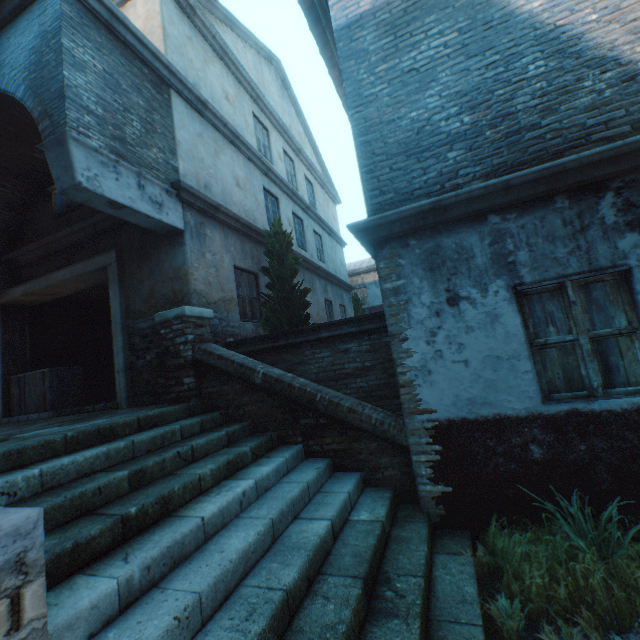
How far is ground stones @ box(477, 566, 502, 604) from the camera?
2.9m

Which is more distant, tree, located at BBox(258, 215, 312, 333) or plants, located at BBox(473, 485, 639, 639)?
tree, located at BBox(258, 215, 312, 333)

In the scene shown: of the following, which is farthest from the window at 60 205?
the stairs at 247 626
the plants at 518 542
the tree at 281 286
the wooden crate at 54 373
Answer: the plants at 518 542

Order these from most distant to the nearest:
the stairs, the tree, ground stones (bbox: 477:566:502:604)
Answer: the tree → ground stones (bbox: 477:566:502:604) → the stairs

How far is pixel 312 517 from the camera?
3.2 meters

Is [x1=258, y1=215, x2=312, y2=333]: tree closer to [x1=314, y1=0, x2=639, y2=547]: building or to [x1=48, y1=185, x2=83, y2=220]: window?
[x1=48, y1=185, x2=83, y2=220]: window

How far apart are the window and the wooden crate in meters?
3.4

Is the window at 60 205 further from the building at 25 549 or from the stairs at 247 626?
the stairs at 247 626
